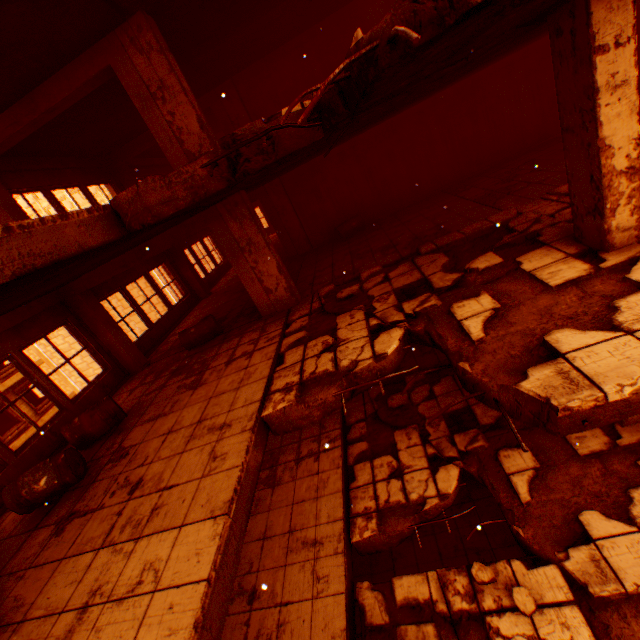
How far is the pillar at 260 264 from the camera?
6.5 meters

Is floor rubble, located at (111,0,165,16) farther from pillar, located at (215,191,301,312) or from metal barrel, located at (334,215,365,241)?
metal barrel, located at (334,215,365,241)

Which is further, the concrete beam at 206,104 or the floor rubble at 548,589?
the concrete beam at 206,104

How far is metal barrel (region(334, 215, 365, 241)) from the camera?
10.4m

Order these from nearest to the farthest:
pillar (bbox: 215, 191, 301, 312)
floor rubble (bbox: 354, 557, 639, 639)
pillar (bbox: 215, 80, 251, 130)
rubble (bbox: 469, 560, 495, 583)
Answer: floor rubble (bbox: 354, 557, 639, 639) → rubble (bbox: 469, 560, 495, 583) → pillar (bbox: 215, 191, 301, 312) → pillar (bbox: 215, 80, 251, 130)

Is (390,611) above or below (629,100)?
below

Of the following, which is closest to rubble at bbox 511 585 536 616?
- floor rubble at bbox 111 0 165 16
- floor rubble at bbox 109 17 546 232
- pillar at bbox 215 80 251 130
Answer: A: floor rubble at bbox 111 0 165 16

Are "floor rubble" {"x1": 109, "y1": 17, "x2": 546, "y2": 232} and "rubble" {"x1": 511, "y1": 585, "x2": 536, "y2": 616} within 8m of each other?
yes
